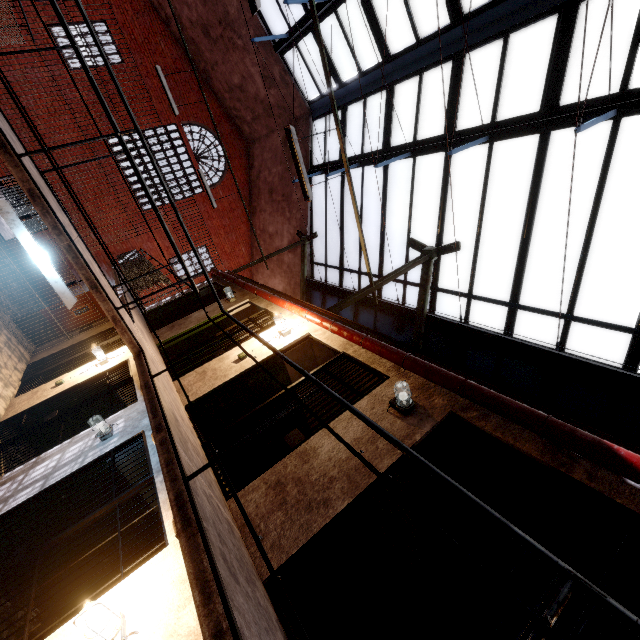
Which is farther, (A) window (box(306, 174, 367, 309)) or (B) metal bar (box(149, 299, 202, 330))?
(A) window (box(306, 174, 367, 309))

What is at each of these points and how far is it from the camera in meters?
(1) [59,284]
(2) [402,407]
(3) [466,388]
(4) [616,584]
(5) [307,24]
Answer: (1) ceiling light, 3.4 m
(2) light fixture, 3.6 m
(3) pipe, 3.4 m
(4) building, 3.5 m
(5) window, 8.8 m

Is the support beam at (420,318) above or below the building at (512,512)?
above

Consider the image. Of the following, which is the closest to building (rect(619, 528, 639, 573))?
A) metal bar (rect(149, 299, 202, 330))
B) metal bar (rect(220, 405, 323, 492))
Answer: metal bar (rect(220, 405, 323, 492))

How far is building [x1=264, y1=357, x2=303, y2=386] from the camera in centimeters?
583cm

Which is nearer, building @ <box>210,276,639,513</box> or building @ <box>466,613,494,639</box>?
building @ <box>210,276,639,513</box>

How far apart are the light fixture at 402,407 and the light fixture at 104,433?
4.1 meters

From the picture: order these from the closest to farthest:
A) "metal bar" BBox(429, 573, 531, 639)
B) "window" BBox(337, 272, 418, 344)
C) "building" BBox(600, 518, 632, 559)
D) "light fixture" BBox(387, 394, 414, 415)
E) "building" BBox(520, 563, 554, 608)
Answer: "metal bar" BBox(429, 573, 531, 639) → "building" BBox(600, 518, 632, 559) → "light fixture" BBox(387, 394, 414, 415) → "building" BBox(520, 563, 554, 608) → "window" BBox(337, 272, 418, 344)
